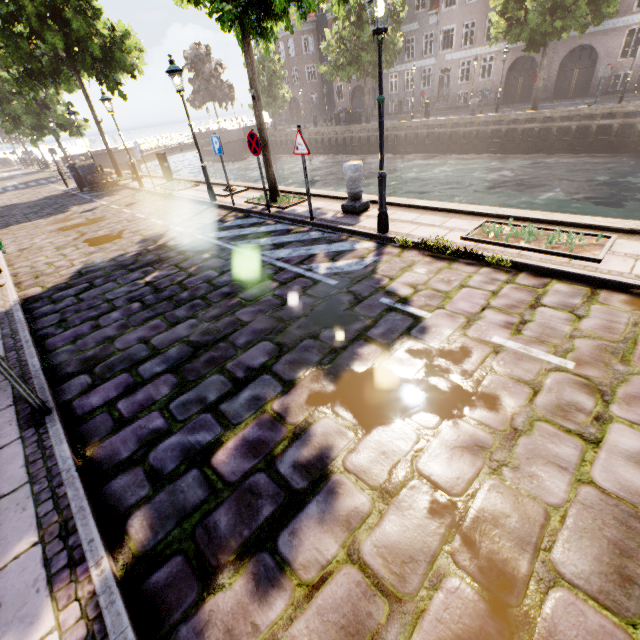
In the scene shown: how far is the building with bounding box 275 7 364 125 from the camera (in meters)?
39.62

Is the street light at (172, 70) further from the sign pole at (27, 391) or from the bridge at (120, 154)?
the bridge at (120, 154)

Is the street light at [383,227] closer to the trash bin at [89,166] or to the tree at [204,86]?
the tree at [204,86]

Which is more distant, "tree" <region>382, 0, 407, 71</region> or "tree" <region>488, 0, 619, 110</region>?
"tree" <region>382, 0, 407, 71</region>

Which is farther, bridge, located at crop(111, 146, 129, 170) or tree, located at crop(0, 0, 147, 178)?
bridge, located at crop(111, 146, 129, 170)

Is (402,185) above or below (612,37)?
below

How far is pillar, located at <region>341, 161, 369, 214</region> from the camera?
7.29m

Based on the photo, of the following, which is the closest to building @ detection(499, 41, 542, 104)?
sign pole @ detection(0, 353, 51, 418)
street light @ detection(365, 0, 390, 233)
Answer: street light @ detection(365, 0, 390, 233)
